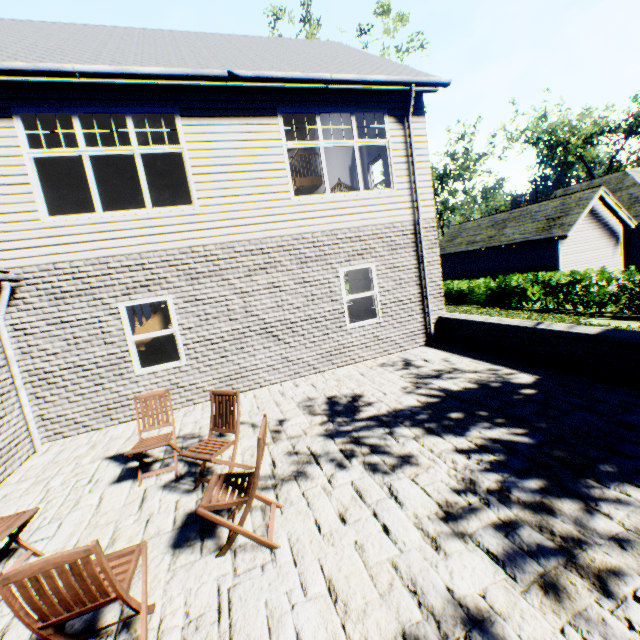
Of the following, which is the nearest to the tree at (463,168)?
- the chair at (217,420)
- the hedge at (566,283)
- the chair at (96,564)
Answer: the hedge at (566,283)

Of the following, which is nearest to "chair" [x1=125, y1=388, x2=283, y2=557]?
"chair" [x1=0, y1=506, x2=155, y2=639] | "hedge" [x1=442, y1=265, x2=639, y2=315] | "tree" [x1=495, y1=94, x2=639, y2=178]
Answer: "chair" [x1=0, y1=506, x2=155, y2=639]

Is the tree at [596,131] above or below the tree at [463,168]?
above

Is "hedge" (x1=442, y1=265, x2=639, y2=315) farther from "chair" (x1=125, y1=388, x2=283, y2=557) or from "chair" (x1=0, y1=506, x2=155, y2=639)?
"chair" (x1=0, y1=506, x2=155, y2=639)

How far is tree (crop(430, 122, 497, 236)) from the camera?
31.3m

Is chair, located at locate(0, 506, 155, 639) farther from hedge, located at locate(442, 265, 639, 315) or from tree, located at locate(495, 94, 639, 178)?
tree, located at locate(495, 94, 639, 178)

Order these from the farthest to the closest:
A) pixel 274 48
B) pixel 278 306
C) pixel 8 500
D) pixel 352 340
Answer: pixel 274 48, pixel 352 340, pixel 278 306, pixel 8 500

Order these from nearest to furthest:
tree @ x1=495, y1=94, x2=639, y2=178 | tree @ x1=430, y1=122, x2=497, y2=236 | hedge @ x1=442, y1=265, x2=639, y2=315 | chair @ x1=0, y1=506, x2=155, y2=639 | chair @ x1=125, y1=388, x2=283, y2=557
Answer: chair @ x1=0, y1=506, x2=155, y2=639 < chair @ x1=125, y1=388, x2=283, y2=557 < hedge @ x1=442, y1=265, x2=639, y2=315 < tree @ x1=430, y1=122, x2=497, y2=236 < tree @ x1=495, y1=94, x2=639, y2=178
